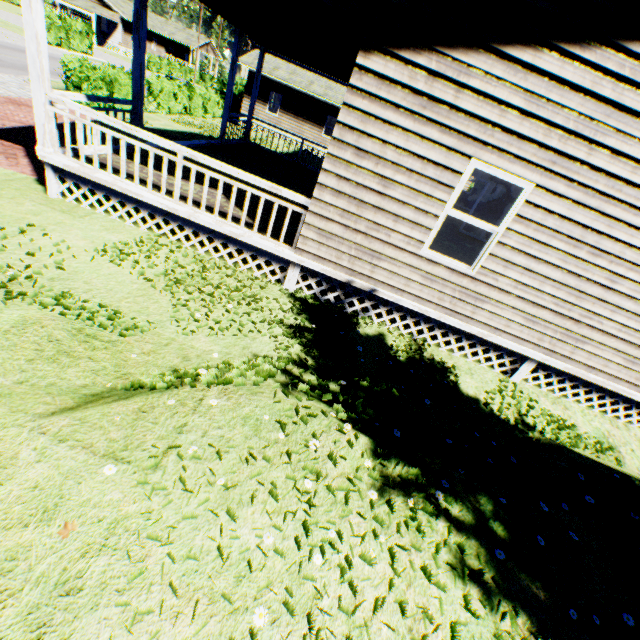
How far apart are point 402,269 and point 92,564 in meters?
5.4

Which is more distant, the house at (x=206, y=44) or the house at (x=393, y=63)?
the house at (x=206, y=44)

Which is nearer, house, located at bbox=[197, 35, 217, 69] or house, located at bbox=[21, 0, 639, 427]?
house, located at bbox=[21, 0, 639, 427]

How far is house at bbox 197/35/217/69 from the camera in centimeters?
Answer: 5502cm

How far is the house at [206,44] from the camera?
55.0 meters
